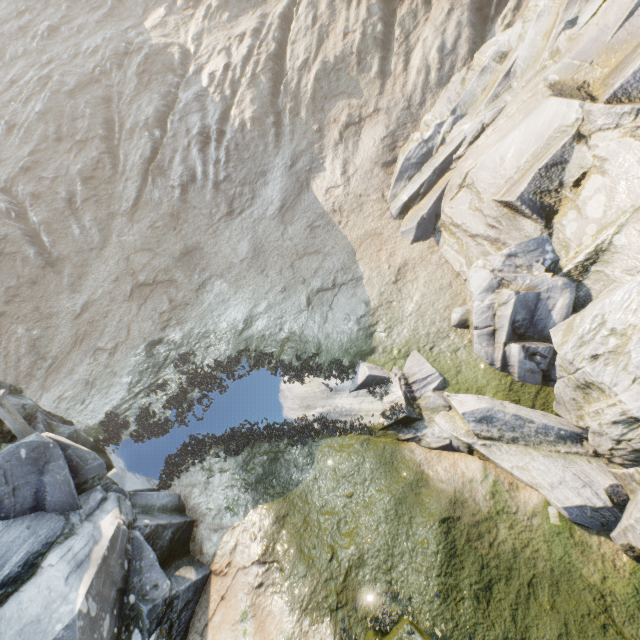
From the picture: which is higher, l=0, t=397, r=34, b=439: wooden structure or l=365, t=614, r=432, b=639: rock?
l=0, t=397, r=34, b=439: wooden structure

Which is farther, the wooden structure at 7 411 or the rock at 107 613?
the wooden structure at 7 411

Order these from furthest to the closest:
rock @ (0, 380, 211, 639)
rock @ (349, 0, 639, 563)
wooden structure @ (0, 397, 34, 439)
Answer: wooden structure @ (0, 397, 34, 439), rock @ (349, 0, 639, 563), rock @ (0, 380, 211, 639)

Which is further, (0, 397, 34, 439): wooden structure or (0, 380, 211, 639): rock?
(0, 397, 34, 439): wooden structure

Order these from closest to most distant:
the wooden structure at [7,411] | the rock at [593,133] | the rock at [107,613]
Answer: the rock at [107,613] → the rock at [593,133] → the wooden structure at [7,411]

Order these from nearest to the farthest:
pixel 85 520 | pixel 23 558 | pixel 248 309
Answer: pixel 23 558, pixel 85 520, pixel 248 309

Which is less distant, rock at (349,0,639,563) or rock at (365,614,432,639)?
rock at (365,614,432,639)
